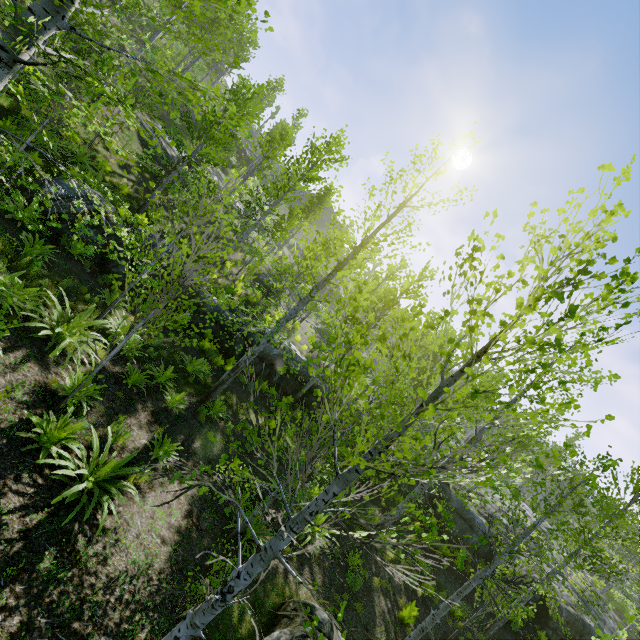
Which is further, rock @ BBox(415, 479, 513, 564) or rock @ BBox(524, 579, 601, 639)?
rock @ BBox(415, 479, 513, 564)

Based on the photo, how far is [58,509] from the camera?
5.07m

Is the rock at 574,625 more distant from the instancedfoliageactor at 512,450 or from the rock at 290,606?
the rock at 290,606

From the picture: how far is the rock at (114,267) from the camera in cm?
1066

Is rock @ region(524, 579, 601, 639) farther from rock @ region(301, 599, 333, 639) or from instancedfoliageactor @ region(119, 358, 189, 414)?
→ rock @ region(301, 599, 333, 639)

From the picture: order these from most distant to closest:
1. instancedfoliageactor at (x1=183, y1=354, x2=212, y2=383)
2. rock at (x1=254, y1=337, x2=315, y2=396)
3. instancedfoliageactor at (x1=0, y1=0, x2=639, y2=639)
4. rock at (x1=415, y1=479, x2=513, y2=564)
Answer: rock at (x1=415, y1=479, x2=513, y2=564)
rock at (x1=254, y1=337, x2=315, y2=396)
instancedfoliageactor at (x1=183, y1=354, x2=212, y2=383)
instancedfoliageactor at (x1=0, y1=0, x2=639, y2=639)

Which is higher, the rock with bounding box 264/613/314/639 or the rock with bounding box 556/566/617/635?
the rock with bounding box 556/566/617/635
